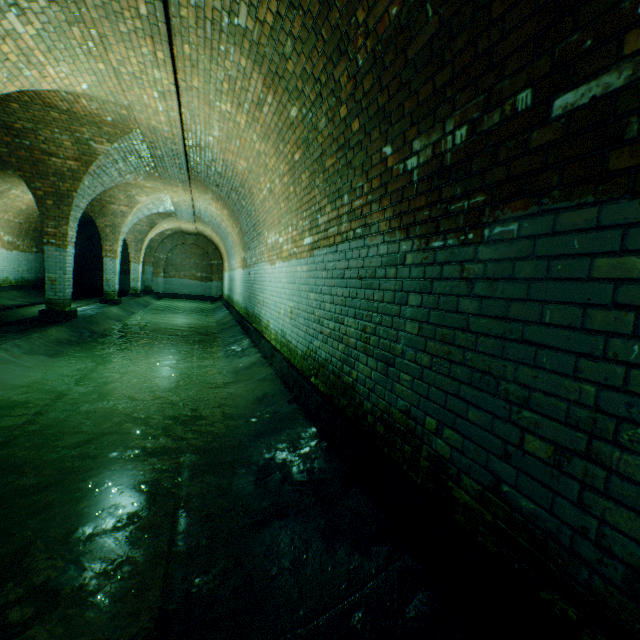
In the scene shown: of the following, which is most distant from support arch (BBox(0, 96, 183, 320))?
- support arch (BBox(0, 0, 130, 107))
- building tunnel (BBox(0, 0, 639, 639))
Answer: support arch (BBox(0, 0, 130, 107))

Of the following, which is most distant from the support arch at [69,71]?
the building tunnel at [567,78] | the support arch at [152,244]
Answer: the support arch at [152,244]

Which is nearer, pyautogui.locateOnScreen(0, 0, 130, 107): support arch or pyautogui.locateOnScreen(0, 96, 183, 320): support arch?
pyautogui.locateOnScreen(0, 0, 130, 107): support arch

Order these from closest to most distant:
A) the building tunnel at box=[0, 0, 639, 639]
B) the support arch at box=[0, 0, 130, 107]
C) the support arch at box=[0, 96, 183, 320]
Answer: the building tunnel at box=[0, 0, 639, 639] → the support arch at box=[0, 0, 130, 107] → the support arch at box=[0, 96, 183, 320]

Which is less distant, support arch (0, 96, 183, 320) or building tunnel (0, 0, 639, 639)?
building tunnel (0, 0, 639, 639)

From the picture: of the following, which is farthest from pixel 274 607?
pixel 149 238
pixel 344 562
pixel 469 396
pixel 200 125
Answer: pixel 149 238

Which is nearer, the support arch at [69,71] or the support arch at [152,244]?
the support arch at [69,71]

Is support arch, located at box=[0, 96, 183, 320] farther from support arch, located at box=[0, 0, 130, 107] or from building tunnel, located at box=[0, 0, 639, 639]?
support arch, located at box=[0, 0, 130, 107]
